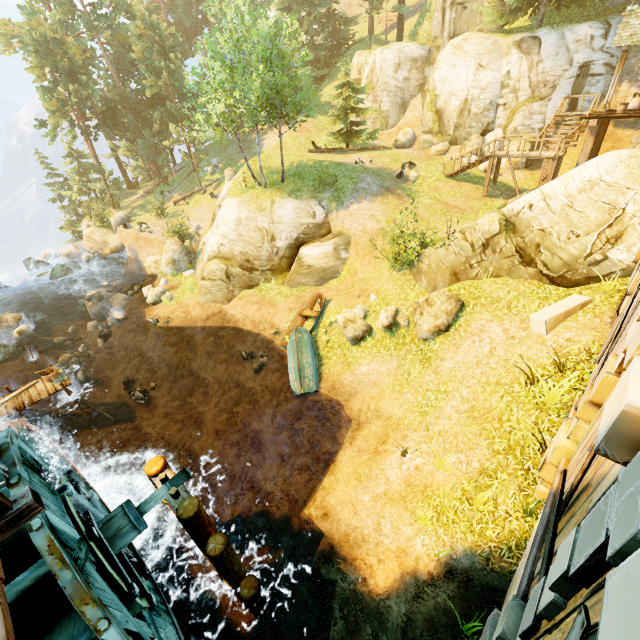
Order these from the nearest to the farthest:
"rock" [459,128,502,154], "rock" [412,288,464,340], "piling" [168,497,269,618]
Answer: "piling" [168,497,269,618] < "rock" [412,288,464,340] < "rock" [459,128,502,154]

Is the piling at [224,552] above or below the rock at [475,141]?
below

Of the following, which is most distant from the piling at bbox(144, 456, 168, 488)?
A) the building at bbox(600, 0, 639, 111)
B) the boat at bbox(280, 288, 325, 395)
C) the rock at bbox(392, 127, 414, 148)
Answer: the rock at bbox(392, 127, 414, 148)

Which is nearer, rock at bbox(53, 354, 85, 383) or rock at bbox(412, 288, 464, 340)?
rock at bbox(412, 288, 464, 340)

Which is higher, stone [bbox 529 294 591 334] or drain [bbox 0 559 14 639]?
drain [bbox 0 559 14 639]

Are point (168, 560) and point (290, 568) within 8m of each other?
yes

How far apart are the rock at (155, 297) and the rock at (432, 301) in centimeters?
1599cm

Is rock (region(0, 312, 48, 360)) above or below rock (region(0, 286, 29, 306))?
above
